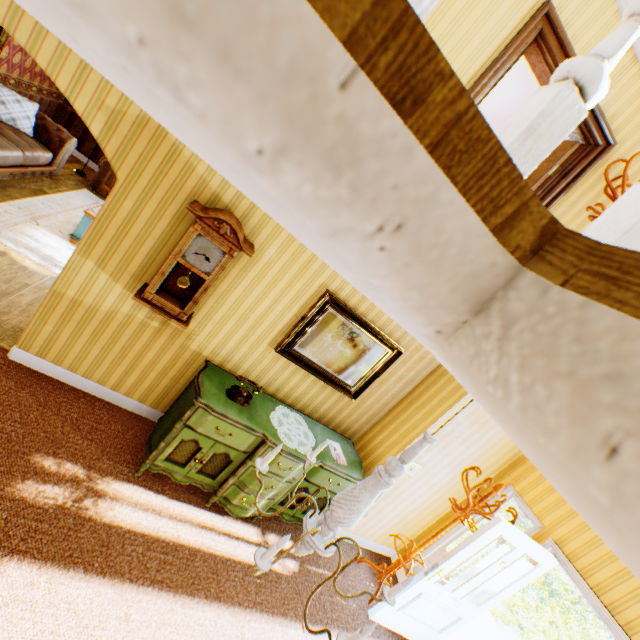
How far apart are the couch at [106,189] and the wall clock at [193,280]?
5.97m

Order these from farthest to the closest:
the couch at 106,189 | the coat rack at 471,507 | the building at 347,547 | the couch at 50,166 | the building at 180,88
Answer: the couch at 106,189 < the couch at 50,166 < the building at 347,547 < the coat rack at 471,507 < the building at 180,88

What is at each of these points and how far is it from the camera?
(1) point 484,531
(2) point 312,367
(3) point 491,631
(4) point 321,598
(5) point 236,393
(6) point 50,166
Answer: (1) door, 3.6m
(2) mirror, 4.1m
(3) building, 5.6m
(4) building, 3.8m
(5) telephone, 3.5m
(6) couch, 6.6m

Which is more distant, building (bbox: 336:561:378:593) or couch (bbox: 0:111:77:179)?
couch (bbox: 0:111:77:179)

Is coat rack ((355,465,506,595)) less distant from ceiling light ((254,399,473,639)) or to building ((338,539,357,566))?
building ((338,539,357,566))

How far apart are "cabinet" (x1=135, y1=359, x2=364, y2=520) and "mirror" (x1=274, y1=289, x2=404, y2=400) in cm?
54

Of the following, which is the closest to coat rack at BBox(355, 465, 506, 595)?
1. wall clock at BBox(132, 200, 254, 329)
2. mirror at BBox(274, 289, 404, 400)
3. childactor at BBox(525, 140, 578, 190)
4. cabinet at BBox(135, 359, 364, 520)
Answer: cabinet at BBox(135, 359, 364, 520)

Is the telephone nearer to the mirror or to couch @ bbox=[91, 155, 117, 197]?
the mirror
